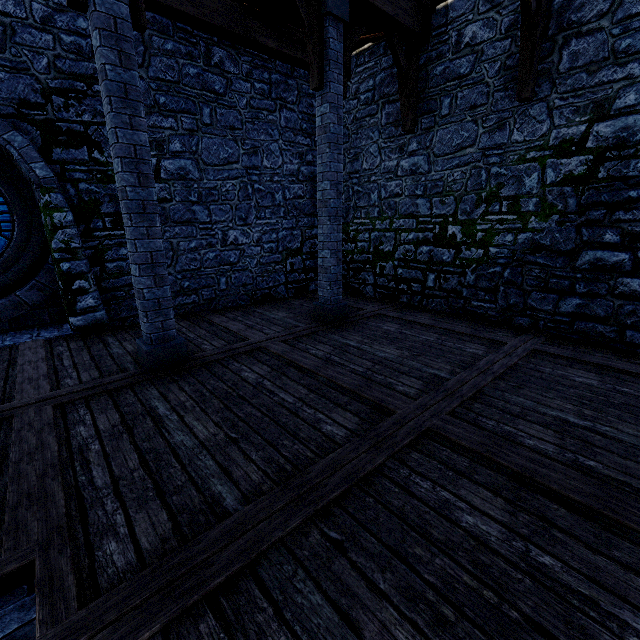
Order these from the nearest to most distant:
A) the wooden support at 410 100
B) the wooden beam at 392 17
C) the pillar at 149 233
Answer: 1. the pillar at 149 233
2. the wooden beam at 392 17
3. the wooden support at 410 100

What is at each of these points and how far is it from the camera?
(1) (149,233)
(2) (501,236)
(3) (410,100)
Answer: (1) pillar, 4.03m
(2) building tower, 6.14m
(3) wooden support, 6.61m

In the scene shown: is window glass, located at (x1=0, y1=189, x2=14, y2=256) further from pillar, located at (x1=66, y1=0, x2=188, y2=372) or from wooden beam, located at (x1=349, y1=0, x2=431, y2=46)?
wooden beam, located at (x1=349, y1=0, x2=431, y2=46)

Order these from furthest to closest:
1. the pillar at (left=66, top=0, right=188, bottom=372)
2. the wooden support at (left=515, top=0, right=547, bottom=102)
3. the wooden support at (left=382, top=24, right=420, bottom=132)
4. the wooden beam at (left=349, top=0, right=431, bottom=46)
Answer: the wooden support at (left=382, top=24, right=420, bottom=132) → the wooden beam at (left=349, top=0, right=431, bottom=46) → the wooden support at (left=515, top=0, right=547, bottom=102) → the pillar at (left=66, top=0, right=188, bottom=372)

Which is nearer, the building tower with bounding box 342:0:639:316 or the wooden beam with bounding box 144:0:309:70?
the building tower with bounding box 342:0:639:316

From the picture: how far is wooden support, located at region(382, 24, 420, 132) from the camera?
6.1 meters

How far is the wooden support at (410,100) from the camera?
6.1m

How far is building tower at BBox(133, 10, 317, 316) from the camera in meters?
6.3
